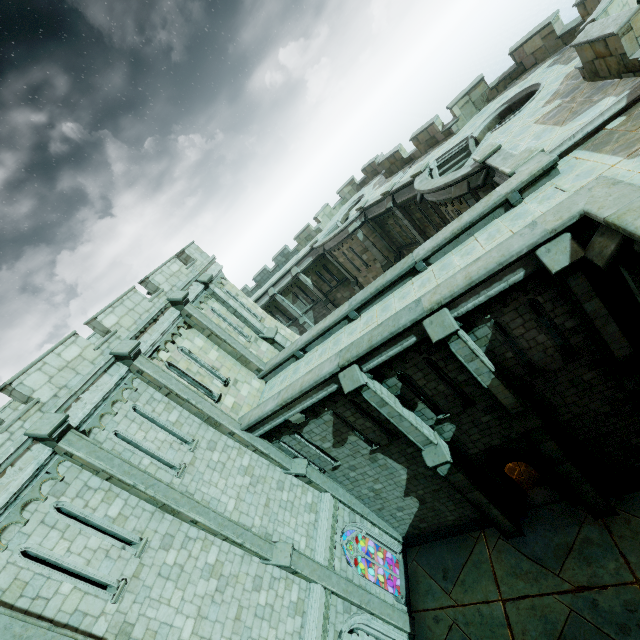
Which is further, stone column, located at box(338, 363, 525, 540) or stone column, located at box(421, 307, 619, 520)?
stone column, located at box(338, 363, 525, 540)

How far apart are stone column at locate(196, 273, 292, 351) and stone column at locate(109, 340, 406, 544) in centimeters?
544cm

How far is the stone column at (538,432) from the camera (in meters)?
8.73

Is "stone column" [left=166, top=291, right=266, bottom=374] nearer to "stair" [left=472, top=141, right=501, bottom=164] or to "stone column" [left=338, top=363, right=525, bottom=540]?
"stone column" [left=338, top=363, right=525, bottom=540]

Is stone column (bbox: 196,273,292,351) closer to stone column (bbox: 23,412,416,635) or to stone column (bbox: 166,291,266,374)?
stone column (bbox: 166,291,266,374)

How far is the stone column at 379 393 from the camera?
10.3 meters

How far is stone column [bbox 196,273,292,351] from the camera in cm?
1631

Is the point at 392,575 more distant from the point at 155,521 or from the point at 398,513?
Result: the point at 155,521
